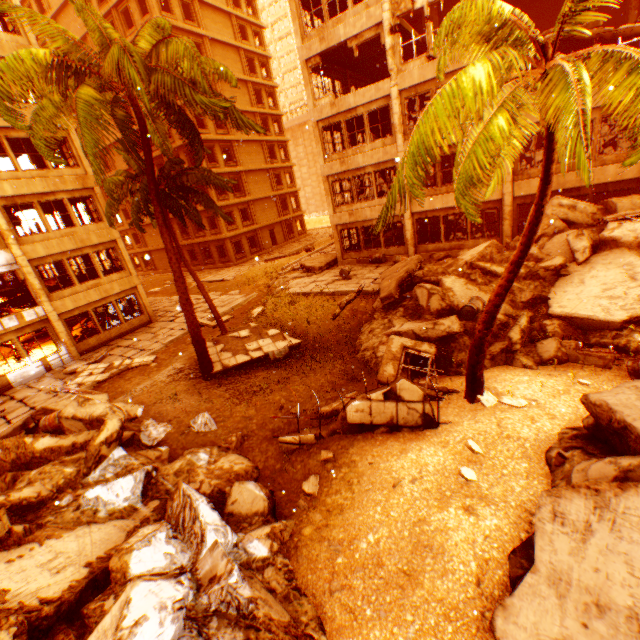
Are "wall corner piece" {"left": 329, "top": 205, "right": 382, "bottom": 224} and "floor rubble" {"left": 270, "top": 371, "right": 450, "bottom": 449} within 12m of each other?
no

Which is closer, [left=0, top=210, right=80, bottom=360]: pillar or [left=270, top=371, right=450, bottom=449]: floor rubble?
[left=270, top=371, right=450, bottom=449]: floor rubble

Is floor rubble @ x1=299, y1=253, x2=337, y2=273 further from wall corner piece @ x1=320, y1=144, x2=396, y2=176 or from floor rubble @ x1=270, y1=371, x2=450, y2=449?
floor rubble @ x1=270, y1=371, x2=450, y2=449

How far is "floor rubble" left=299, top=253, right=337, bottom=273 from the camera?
21.48m

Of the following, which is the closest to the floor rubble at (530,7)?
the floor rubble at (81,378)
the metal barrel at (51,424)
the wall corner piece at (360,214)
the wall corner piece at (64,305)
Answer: the wall corner piece at (360,214)

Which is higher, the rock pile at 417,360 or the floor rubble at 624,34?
the floor rubble at 624,34

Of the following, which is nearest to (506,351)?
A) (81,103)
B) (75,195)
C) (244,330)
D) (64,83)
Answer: (244,330)

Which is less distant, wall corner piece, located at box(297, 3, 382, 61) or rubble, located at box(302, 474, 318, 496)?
rubble, located at box(302, 474, 318, 496)
